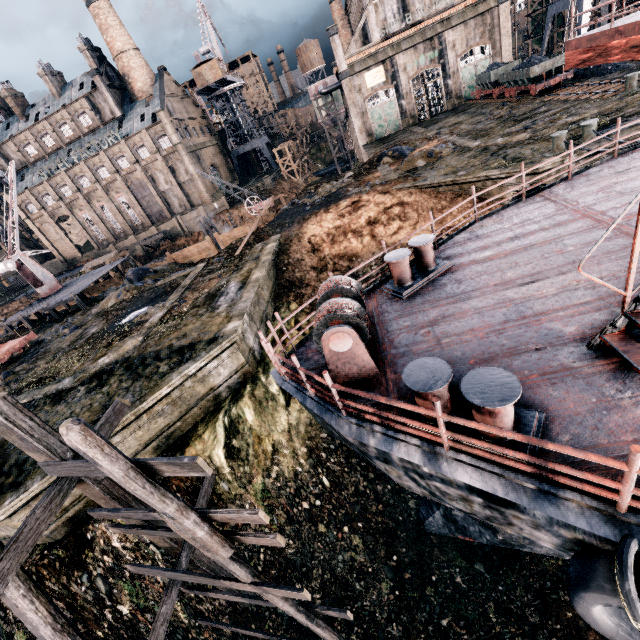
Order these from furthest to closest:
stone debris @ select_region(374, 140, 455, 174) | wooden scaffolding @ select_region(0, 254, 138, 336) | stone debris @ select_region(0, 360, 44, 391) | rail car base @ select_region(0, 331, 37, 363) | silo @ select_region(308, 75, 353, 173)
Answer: silo @ select_region(308, 75, 353, 173)
wooden scaffolding @ select_region(0, 254, 138, 336)
stone debris @ select_region(374, 140, 455, 174)
rail car base @ select_region(0, 331, 37, 363)
stone debris @ select_region(0, 360, 44, 391)

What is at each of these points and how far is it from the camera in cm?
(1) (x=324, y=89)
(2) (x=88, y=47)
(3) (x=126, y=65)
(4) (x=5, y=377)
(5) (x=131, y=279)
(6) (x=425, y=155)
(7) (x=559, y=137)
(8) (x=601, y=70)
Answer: (1) silo, 4678
(2) chimney, 5422
(3) chimney, 5447
(4) stone debris, 1842
(5) stone debris, 2805
(6) stone debris, 2397
(7) bollard, 1502
(8) coal pile, 2606

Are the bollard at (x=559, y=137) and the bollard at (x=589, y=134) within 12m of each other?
yes

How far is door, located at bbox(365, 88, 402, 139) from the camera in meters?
42.5 m

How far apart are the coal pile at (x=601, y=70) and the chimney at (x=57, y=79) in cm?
7759

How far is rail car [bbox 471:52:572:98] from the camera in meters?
26.5 m

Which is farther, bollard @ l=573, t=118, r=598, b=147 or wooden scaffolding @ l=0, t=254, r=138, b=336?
wooden scaffolding @ l=0, t=254, r=138, b=336

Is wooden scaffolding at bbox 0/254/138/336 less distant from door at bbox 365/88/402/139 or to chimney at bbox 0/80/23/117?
door at bbox 365/88/402/139
